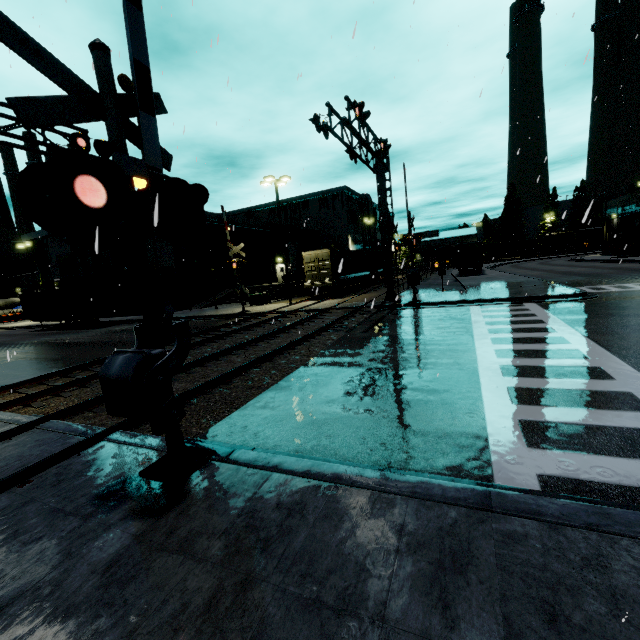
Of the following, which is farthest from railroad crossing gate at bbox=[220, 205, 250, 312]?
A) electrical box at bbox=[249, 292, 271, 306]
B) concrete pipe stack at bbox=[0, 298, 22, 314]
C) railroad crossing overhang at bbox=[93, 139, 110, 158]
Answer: concrete pipe stack at bbox=[0, 298, 22, 314]

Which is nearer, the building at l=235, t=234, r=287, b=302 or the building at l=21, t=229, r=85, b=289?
the building at l=235, t=234, r=287, b=302

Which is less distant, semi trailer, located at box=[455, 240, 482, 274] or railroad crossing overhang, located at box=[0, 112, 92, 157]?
railroad crossing overhang, located at box=[0, 112, 92, 157]

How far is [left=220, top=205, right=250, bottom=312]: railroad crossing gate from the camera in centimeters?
2225cm

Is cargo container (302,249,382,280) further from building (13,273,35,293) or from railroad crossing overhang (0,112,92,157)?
railroad crossing overhang (0,112,92,157)

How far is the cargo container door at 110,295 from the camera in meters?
26.1 m

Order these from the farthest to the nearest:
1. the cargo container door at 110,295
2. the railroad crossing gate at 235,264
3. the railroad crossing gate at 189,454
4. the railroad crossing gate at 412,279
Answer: the cargo container door at 110,295
the railroad crossing gate at 235,264
the railroad crossing gate at 412,279
the railroad crossing gate at 189,454

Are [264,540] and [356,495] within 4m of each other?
yes
